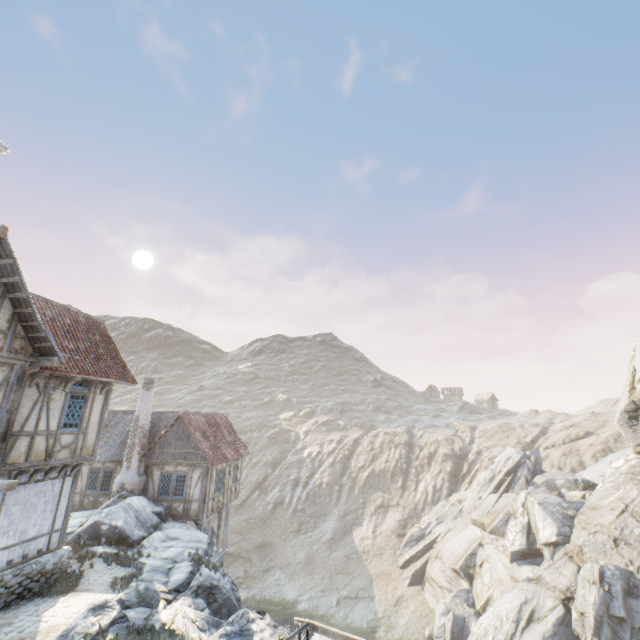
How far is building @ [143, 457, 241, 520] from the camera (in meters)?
18.73

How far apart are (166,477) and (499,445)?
46.7 meters

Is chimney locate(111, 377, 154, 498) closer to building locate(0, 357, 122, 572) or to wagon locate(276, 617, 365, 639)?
building locate(0, 357, 122, 572)

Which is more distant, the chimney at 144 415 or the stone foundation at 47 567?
the chimney at 144 415

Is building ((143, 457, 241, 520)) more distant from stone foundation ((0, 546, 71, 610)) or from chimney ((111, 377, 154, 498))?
stone foundation ((0, 546, 71, 610))

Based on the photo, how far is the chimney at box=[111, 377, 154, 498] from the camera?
18.7 meters

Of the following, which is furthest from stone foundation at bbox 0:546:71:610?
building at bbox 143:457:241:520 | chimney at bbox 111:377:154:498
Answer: building at bbox 143:457:241:520

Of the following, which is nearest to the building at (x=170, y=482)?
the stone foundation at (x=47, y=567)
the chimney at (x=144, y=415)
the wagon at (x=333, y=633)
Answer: the chimney at (x=144, y=415)
